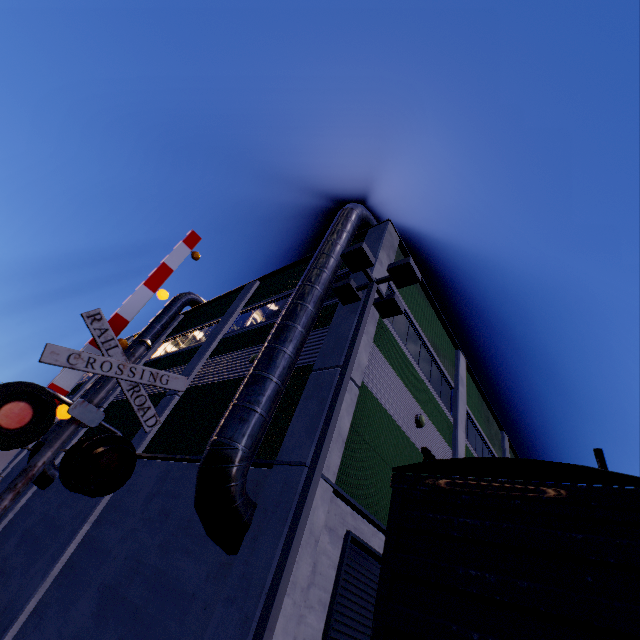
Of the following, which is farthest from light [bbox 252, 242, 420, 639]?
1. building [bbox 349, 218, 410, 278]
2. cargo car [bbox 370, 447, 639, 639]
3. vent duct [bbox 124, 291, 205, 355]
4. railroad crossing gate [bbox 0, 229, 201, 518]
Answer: vent duct [bbox 124, 291, 205, 355]

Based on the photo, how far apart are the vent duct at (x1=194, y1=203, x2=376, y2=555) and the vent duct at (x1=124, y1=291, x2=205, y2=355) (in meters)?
12.26

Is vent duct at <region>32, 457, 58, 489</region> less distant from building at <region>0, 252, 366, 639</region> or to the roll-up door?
building at <region>0, 252, 366, 639</region>

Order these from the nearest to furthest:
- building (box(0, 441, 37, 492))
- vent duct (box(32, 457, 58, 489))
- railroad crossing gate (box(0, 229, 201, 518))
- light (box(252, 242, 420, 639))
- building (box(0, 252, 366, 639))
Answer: railroad crossing gate (box(0, 229, 201, 518)), light (box(252, 242, 420, 639)), building (box(0, 252, 366, 639)), vent duct (box(32, 457, 58, 489)), building (box(0, 441, 37, 492))

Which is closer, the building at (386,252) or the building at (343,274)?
the building at (343,274)

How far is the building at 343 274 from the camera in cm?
1049

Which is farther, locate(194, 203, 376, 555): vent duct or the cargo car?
locate(194, 203, 376, 555): vent duct

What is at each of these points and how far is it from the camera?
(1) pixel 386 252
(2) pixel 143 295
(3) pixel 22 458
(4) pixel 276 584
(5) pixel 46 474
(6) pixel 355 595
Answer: (1) building, 11.9 meters
(2) railroad crossing gate, 5.3 meters
(3) building, 20.0 meters
(4) light, 4.3 meters
(5) vent duct, 14.0 meters
(6) roll-up door, 7.2 meters
